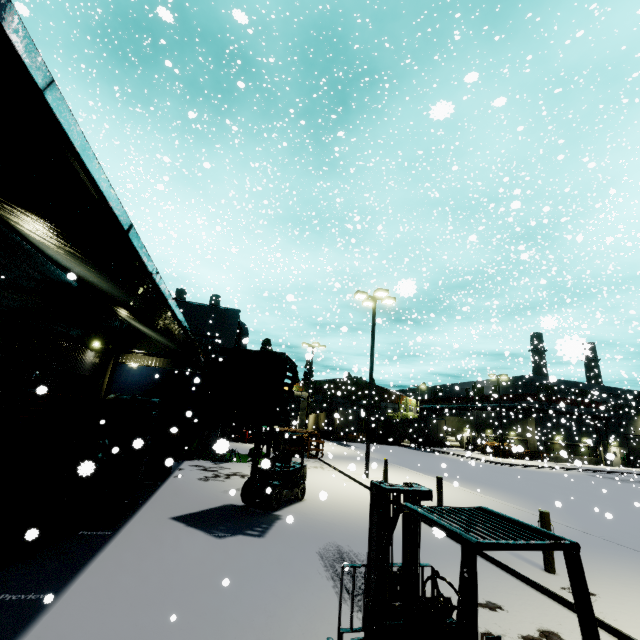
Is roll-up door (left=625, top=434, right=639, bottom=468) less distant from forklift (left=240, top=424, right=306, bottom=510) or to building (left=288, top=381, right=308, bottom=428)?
building (left=288, top=381, right=308, bottom=428)

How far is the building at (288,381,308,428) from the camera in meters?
31.2

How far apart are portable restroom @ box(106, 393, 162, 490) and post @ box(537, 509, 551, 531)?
10.96m

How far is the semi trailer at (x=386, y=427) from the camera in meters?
40.4

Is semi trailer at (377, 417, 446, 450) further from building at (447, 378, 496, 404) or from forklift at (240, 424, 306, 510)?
forklift at (240, 424, 306, 510)

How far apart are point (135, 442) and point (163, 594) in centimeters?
242cm

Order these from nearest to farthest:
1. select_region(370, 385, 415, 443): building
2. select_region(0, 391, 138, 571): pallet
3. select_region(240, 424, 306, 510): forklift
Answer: select_region(0, 391, 138, 571): pallet, select_region(240, 424, 306, 510): forklift, select_region(370, 385, 415, 443): building

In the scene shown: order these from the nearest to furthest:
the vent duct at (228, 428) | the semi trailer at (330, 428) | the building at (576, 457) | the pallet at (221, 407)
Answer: the pallet at (221, 407)
the vent duct at (228, 428)
the semi trailer at (330, 428)
the building at (576, 457)
